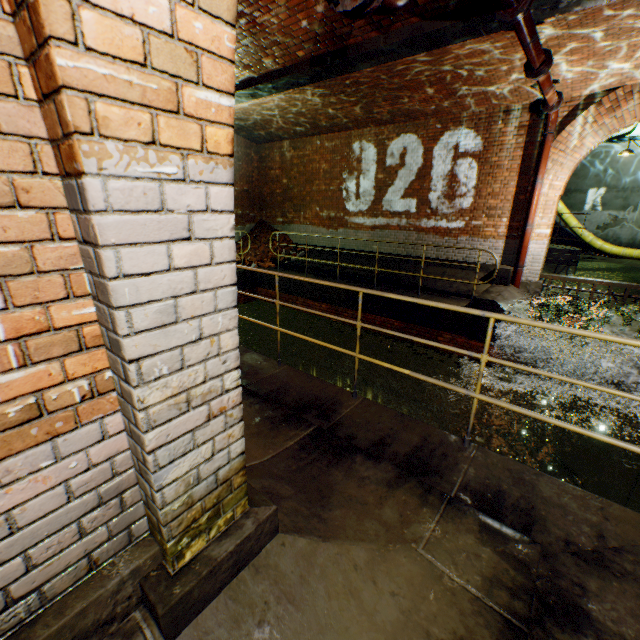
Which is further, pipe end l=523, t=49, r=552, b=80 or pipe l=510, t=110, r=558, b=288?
pipe l=510, t=110, r=558, b=288

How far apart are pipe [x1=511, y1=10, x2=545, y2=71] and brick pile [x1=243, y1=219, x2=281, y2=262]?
9.2m

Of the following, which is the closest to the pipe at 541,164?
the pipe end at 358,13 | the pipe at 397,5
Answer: the pipe at 397,5

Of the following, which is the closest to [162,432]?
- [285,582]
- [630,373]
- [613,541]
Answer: [285,582]

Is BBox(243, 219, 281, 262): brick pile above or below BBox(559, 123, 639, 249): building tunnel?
below

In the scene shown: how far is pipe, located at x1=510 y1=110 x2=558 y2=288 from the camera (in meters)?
7.11

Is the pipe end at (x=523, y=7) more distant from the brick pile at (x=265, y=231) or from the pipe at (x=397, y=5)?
the brick pile at (x=265, y=231)

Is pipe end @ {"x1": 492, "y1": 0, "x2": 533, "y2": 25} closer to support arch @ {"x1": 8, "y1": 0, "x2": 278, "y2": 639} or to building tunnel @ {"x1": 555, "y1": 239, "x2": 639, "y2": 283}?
support arch @ {"x1": 8, "y1": 0, "x2": 278, "y2": 639}
